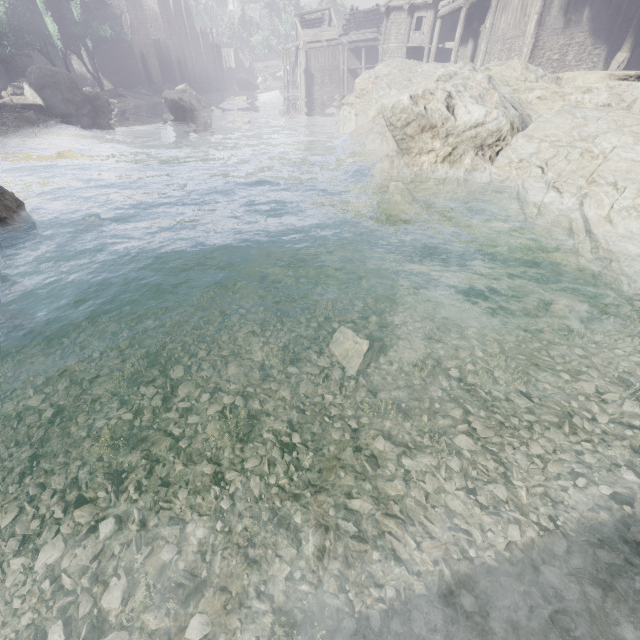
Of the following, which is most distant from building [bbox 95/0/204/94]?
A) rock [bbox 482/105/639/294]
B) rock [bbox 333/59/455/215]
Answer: rock [bbox 482/105/639/294]

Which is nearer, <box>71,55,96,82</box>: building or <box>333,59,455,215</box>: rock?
<box>333,59,455,215</box>: rock

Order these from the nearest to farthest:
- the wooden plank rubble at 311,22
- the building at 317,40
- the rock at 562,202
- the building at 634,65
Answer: the rock at 562,202, the building at 634,65, the building at 317,40, the wooden plank rubble at 311,22

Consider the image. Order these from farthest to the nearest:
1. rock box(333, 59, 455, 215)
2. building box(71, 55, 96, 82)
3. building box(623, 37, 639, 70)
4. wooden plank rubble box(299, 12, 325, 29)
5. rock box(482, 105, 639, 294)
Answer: building box(71, 55, 96, 82)
wooden plank rubble box(299, 12, 325, 29)
building box(623, 37, 639, 70)
rock box(333, 59, 455, 215)
rock box(482, 105, 639, 294)

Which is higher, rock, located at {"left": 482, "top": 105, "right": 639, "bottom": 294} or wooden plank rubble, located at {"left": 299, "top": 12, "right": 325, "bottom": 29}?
wooden plank rubble, located at {"left": 299, "top": 12, "right": 325, "bottom": 29}

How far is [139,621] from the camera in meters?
2.7 m

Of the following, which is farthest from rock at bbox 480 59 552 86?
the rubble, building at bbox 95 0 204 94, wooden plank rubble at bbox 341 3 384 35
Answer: wooden plank rubble at bbox 341 3 384 35

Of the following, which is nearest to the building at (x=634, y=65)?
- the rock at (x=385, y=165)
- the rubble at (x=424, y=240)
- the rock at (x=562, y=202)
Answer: the rock at (x=385, y=165)
